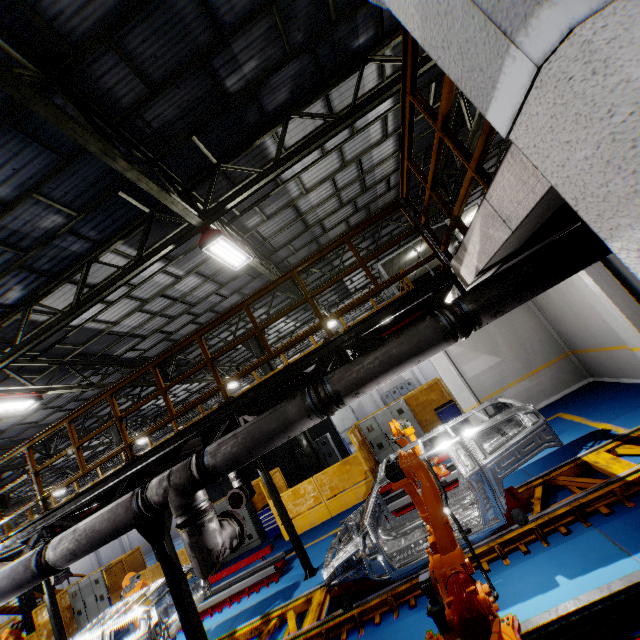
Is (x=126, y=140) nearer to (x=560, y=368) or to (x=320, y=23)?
(x=320, y=23)

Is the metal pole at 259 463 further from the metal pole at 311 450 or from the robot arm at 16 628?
the robot arm at 16 628

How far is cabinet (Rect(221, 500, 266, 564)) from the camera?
13.4m

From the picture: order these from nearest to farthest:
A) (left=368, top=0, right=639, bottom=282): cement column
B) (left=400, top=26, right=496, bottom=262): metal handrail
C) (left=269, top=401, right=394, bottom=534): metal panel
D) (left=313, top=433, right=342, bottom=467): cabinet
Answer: (left=368, top=0, right=639, bottom=282): cement column → (left=400, top=26, right=496, bottom=262): metal handrail → (left=269, top=401, right=394, bottom=534): metal panel → (left=313, top=433, right=342, bottom=467): cabinet

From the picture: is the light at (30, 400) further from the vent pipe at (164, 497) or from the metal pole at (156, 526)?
the metal pole at (156, 526)

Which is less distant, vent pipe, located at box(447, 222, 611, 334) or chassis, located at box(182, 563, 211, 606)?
vent pipe, located at box(447, 222, 611, 334)

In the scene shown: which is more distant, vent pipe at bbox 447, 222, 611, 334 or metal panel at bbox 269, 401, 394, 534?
metal panel at bbox 269, 401, 394, 534

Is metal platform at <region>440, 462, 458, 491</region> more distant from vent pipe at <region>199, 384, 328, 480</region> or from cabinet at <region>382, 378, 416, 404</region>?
cabinet at <region>382, 378, 416, 404</region>
